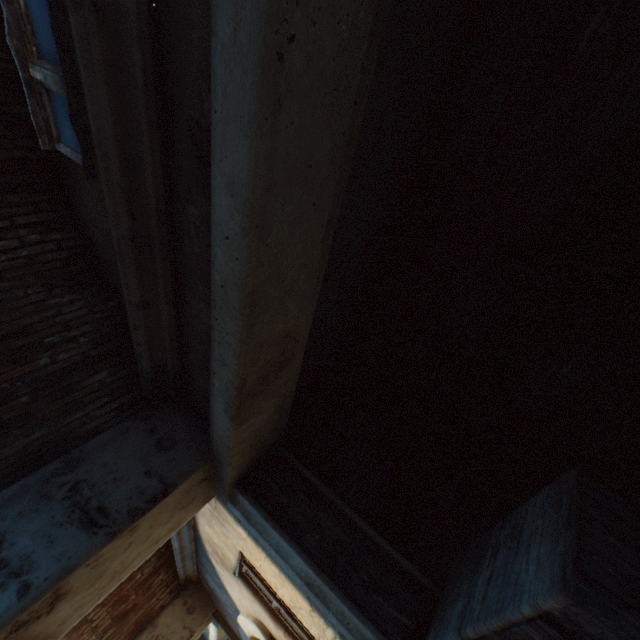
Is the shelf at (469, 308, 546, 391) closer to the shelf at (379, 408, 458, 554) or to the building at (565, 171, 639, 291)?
the building at (565, 171, 639, 291)

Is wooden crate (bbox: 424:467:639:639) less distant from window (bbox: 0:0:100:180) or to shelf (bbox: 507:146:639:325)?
shelf (bbox: 507:146:639:325)

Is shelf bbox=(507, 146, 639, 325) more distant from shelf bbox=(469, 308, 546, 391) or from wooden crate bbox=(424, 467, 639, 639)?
wooden crate bbox=(424, 467, 639, 639)

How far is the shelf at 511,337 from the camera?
3.1m

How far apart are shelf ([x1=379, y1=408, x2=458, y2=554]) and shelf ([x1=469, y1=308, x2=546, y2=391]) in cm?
67

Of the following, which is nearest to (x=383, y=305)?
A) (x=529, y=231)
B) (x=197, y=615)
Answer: (x=529, y=231)

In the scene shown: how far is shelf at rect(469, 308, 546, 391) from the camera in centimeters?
308cm

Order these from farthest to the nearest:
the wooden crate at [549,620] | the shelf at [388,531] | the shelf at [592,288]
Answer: the shelf at [388,531] < the shelf at [592,288] < the wooden crate at [549,620]
